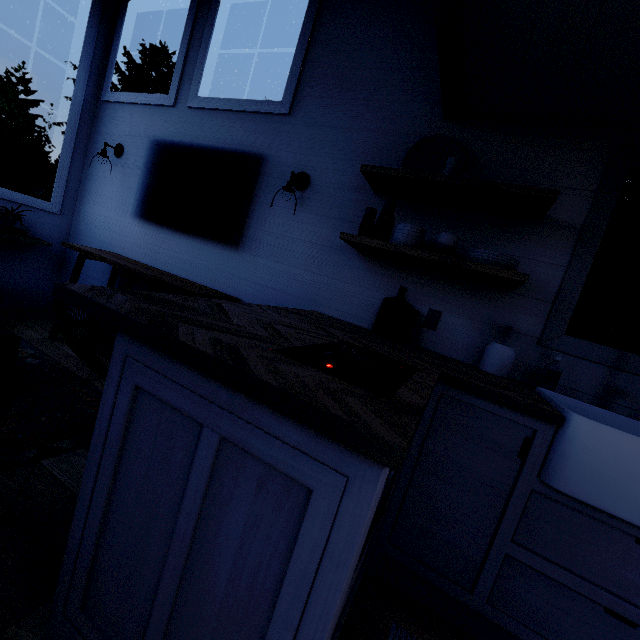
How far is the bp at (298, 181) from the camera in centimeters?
241cm

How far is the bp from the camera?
2.4 meters

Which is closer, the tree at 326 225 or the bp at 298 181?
the tree at 326 225

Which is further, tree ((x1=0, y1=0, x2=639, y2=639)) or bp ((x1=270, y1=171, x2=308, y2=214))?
bp ((x1=270, y1=171, x2=308, y2=214))

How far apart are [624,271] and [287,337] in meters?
4.5
